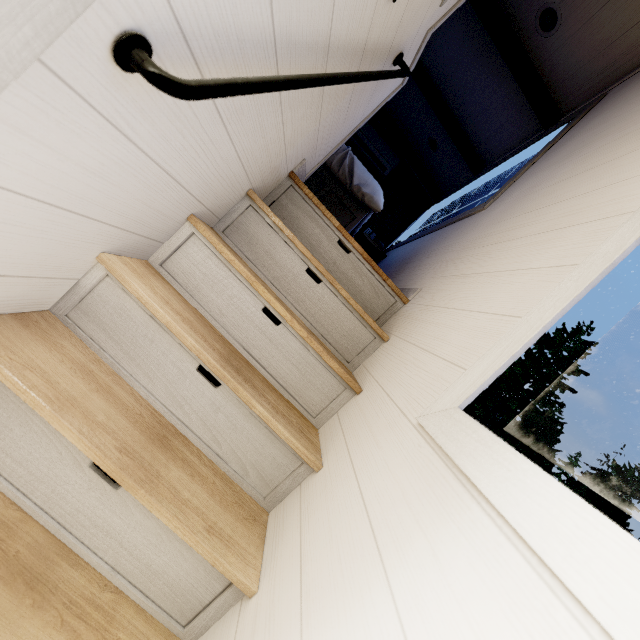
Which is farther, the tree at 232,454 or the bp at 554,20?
the bp at 554,20

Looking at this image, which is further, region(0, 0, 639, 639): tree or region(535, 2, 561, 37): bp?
region(535, 2, 561, 37): bp

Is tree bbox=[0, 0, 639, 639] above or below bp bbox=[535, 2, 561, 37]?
below

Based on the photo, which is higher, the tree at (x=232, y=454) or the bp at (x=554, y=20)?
the bp at (x=554, y=20)

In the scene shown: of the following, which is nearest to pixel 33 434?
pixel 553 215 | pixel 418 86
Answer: pixel 553 215
